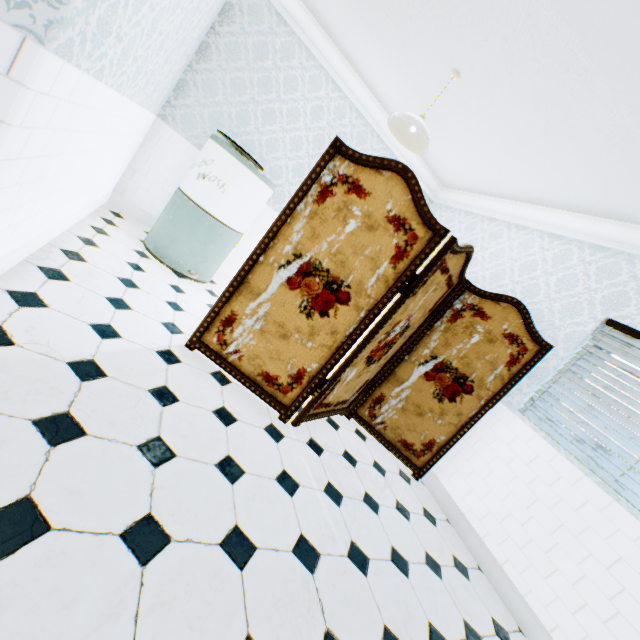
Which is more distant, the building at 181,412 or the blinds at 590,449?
the blinds at 590,449

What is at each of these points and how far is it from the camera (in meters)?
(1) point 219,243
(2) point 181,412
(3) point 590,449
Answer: (1) washing machine, 3.62
(2) building, 1.88
(3) blinds, 2.59

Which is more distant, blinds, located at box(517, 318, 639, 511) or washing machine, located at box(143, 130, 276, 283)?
washing machine, located at box(143, 130, 276, 283)

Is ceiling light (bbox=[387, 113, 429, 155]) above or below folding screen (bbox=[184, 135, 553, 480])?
above

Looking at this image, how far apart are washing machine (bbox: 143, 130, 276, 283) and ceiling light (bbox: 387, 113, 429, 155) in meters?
1.3

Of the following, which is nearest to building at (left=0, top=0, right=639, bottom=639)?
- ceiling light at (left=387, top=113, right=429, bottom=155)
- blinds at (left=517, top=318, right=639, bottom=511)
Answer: blinds at (left=517, top=318, right=639, bottom=511)

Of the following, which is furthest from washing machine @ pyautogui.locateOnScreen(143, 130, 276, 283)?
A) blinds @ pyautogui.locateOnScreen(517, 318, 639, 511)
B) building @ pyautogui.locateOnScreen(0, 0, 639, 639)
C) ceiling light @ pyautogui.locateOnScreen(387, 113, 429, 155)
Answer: blinds @ pyautogui.locateOnScreen(517, 318, 639, 511)

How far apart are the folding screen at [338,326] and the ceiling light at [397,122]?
1.0 meters
